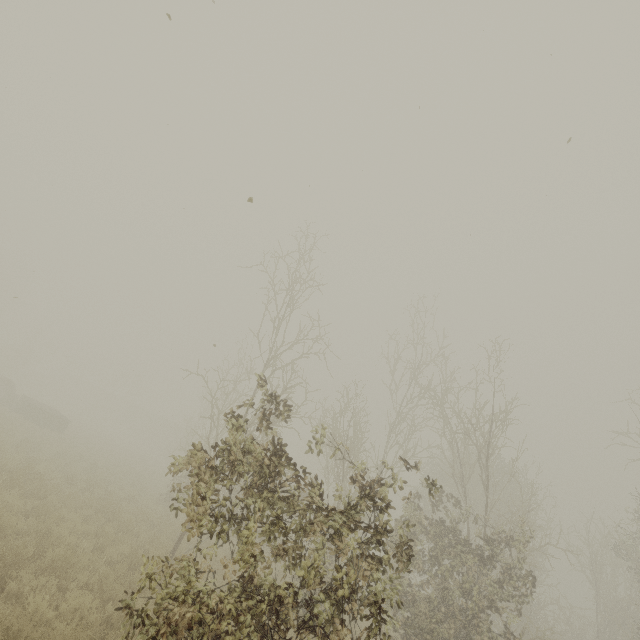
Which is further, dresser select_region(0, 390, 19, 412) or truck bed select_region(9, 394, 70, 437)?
dresser select_region(0, 390, 19, 412)

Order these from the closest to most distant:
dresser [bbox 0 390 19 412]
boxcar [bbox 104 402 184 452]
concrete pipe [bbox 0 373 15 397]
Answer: dresser [bbox 0 390 19 412] < concrete pipe [bbox 0 373 15 397] < boxcar [bbox 104 402 184 452]

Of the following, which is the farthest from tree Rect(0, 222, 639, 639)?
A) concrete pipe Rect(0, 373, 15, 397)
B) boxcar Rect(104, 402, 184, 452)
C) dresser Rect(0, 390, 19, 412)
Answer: concrete pipe Rect(0, 373, 15, 397)

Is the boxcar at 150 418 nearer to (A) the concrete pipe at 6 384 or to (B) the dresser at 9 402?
(A) the concrete pipe at 6 384

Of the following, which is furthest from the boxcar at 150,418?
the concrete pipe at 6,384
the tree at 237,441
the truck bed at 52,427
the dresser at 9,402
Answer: the dresser at 9,402

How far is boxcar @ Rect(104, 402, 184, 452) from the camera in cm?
5169

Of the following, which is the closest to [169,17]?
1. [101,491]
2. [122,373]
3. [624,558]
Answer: [101,491]

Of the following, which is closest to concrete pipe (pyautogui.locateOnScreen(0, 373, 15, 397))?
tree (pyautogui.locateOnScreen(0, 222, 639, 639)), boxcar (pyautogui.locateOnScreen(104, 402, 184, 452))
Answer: tree (pyautogui.locateOnScreen(0, 222, 639, 639))
